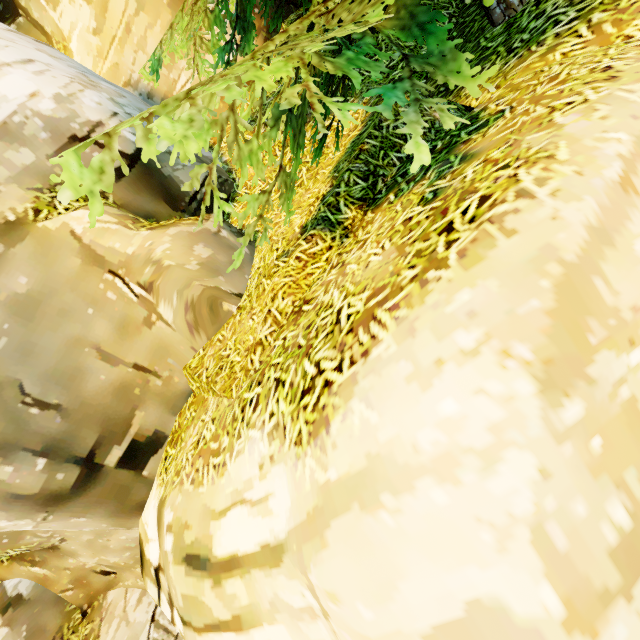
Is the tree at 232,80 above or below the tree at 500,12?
above

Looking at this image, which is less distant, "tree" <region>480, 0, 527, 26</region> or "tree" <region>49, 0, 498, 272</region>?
"tree" <region>49, 0, 498, 272</region>

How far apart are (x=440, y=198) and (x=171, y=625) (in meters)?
7.29

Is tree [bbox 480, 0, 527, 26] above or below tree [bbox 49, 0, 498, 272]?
below

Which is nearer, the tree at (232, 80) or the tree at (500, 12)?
the tree at (232, 80)
